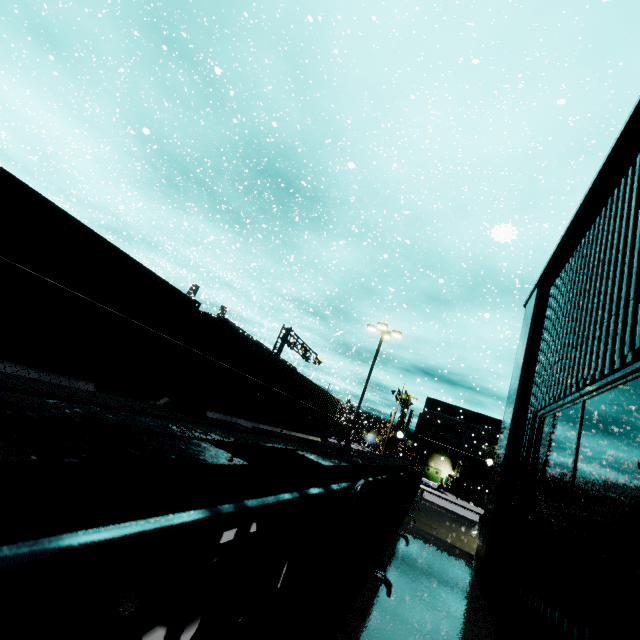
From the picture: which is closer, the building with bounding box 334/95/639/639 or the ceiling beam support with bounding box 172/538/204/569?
the ceiling beam support with bounding box 172/538/204/569

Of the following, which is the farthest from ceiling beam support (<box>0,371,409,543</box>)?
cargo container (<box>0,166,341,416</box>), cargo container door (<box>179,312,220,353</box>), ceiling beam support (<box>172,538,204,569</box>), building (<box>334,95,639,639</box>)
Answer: cargo container door (<box>179,312,220,353</box>)

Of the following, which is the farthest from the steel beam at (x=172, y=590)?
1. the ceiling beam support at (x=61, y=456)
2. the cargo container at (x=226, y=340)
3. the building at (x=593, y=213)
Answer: the cargo container at (x=226, y=340)

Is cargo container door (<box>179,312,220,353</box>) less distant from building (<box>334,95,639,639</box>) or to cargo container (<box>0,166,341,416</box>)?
cargo container (<box>0,166,341,416</box>)

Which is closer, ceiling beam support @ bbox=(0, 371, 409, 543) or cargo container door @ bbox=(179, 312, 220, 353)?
ceiling beam support @ bbox=(0, 371, 409, 543)

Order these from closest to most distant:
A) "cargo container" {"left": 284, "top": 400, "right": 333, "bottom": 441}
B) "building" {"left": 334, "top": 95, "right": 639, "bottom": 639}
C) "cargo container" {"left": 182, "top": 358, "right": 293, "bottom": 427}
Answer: "building" {"left": 334, "top": 95, "right": 639, "bottom": 639}
"cargo container" {"left": 182, "top": 358, "right": 293, "bottom": 427}
"cargo container" {"left": 284, "top": 400, "right": 333, "bottom": 441}

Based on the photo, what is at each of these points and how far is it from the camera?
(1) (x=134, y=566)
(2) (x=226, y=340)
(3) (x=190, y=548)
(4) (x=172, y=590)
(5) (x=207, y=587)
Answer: (1) ceiling beam support, 1.0 meters
(2) cargo container, 9.2 meters
(3) ceiling beam support, 1.2 meters
(4) steel beam, 3.7 meters
(5) steel beam, 4.0 meters

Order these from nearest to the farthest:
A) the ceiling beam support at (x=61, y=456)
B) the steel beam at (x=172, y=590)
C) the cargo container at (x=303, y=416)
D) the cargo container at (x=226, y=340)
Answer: the ceiling beam support at (x=61, y=456), the steel beam at (x=172, y=590), the cargo container at (x=226, y=340), the cargo container at (x=303, y=416)
